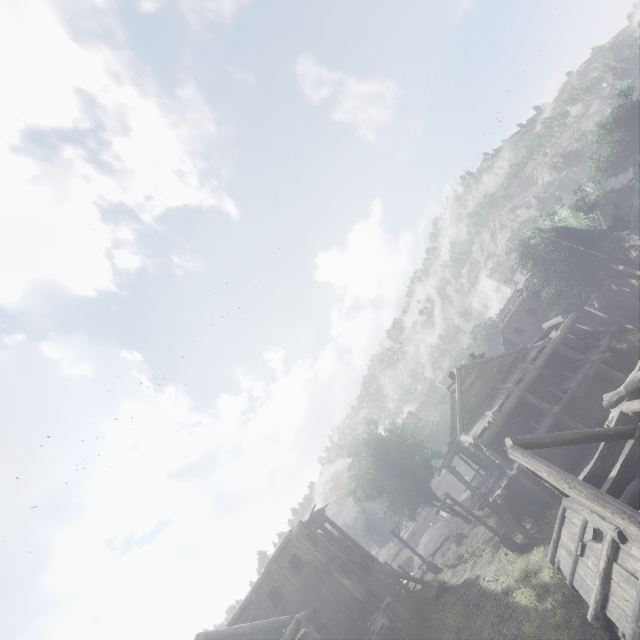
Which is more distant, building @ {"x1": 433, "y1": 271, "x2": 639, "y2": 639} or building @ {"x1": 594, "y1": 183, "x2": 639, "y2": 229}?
building @ {"x1": 594, "y1": 183, "x2": 639, "y2": 229}

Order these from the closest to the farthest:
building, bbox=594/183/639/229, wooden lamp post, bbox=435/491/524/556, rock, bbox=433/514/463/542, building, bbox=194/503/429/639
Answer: building, bbox=194/503/429/639, wooden lamp post, bbox=435/491/524/556, rock, bbox=433/514/463/542, building, bbox=594/183/639/229

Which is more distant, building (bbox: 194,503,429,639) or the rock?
the rock

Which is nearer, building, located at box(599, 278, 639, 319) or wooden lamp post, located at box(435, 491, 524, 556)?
wooden lamp post, located at box(435, 491, 524, 556)

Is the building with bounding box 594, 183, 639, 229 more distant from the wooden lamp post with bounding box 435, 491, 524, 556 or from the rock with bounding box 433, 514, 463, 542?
the wooden lamp post with bounding box 435, 491, 524, 556

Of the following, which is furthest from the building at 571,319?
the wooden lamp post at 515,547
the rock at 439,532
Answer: the wooden lamp post at 515,547

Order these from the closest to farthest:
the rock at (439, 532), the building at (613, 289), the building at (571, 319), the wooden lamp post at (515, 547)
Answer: the building at (571, 319) < the wooden lamp post at (515, 547) < the building at (613, 289) < the rock at (439, 532)

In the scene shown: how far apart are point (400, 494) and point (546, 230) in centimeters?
2772cm
